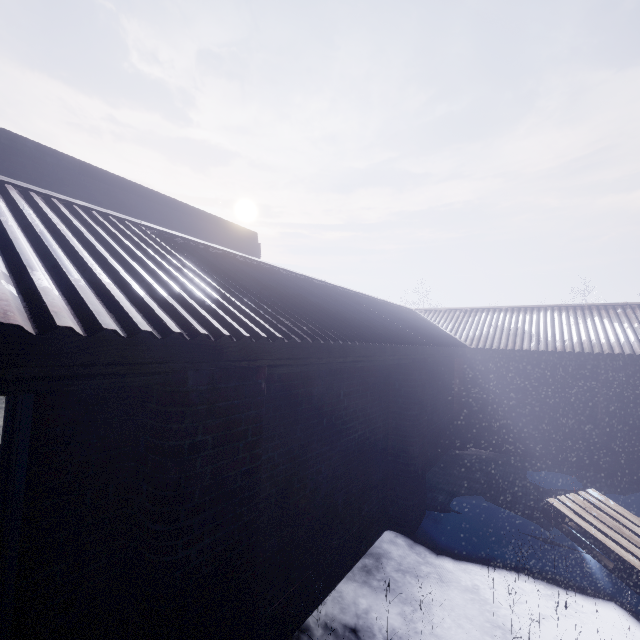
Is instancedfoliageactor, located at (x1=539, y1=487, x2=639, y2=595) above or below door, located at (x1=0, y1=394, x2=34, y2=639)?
below

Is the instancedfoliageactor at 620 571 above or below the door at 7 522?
below

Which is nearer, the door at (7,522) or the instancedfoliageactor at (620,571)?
the door at (7,522)

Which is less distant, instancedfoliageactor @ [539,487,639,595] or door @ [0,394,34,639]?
door @ [0,394,34,639]

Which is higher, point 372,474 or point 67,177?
point 67,177
